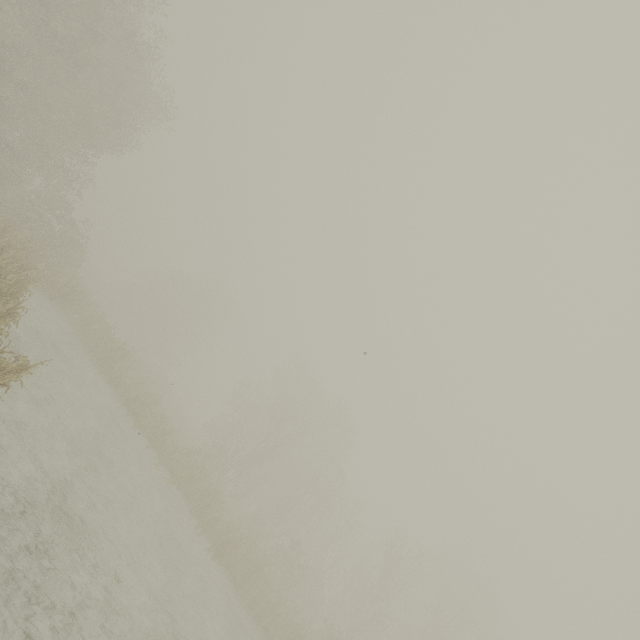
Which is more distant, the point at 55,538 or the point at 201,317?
the point at 201,317
